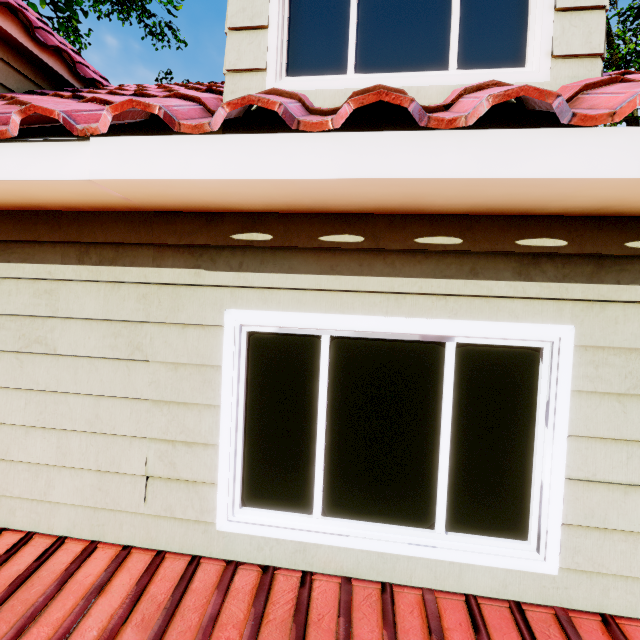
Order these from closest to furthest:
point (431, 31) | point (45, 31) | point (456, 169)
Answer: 1. point (456, 169)
2. point (431, 31)
3. point (45, 31)

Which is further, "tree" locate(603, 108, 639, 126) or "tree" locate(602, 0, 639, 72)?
"tree" locate(603, 108, 639, 126)

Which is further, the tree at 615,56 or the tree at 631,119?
the tree at 631,119
